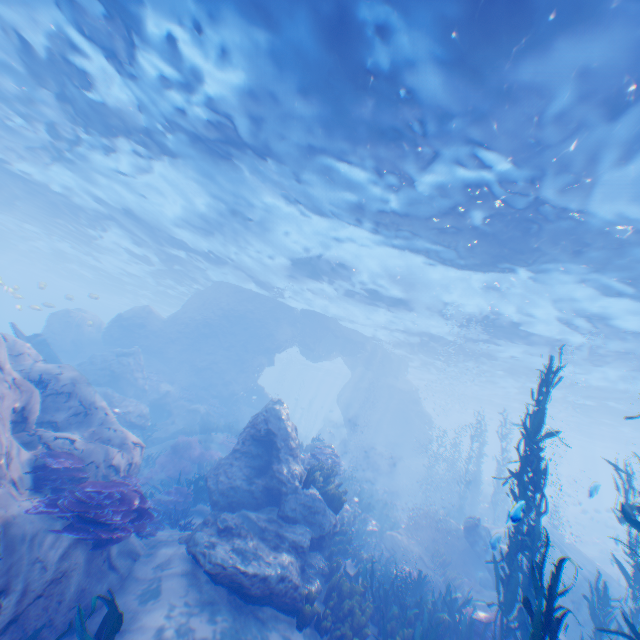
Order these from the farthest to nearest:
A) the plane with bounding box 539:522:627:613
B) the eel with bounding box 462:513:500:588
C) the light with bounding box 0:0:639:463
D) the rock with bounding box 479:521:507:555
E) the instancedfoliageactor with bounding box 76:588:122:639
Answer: the plane with bounding box 539:522:627:613 → the eel with bounding box 462:513:500:588 → the rock with bounding box 479:521:507:555 → the light with bounding box 0:0:639:463 → the instancedfoliageactor with bounding box 76:588:122:639

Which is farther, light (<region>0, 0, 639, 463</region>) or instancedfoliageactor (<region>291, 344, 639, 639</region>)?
light (<region>0, 0, 639, 463</region>)

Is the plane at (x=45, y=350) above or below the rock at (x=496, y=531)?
above

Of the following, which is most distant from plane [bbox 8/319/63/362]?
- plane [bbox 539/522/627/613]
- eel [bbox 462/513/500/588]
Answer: plane [bbox 539/522/627/613]

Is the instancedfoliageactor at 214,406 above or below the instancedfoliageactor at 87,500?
above

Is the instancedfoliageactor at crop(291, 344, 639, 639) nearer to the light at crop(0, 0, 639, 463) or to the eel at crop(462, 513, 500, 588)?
the eel at crop(462, 513, 500, 588)

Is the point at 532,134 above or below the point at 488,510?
above

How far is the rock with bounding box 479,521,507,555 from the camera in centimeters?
776cm
